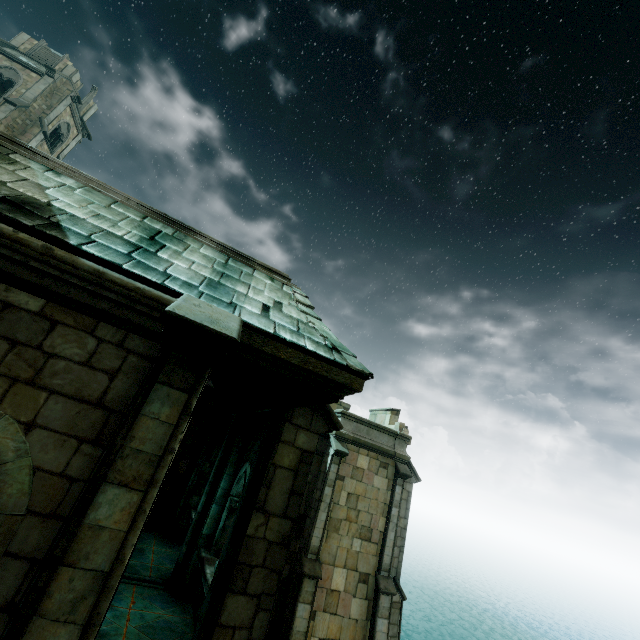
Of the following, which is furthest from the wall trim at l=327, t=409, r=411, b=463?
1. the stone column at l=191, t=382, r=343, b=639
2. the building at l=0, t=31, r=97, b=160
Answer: the building at l=0, t=31, r=97, b=160

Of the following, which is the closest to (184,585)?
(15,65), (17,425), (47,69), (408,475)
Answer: (17,425)

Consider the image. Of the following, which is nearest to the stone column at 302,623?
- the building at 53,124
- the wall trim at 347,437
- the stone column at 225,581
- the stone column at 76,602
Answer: the wall trim at 347,437

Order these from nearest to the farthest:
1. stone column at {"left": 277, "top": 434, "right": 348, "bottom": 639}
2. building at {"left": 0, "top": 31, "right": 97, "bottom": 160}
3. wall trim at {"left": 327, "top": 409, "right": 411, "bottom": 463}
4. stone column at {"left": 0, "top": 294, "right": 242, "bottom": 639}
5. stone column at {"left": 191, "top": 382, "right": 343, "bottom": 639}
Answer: stone column at {"left": 0, "top": 294, "right": 242, "bottom": 639} → stone column at {"left": 191, "top": 382, "right": 343, "bottom": 639} → stone column at {"left": 277, "top": 434, "right": 348, "bottom": 639} → wall trim at {"left": 327, "top": 409, "right": 411, "bottom": 463} → building at {"left": 0, "top": 31, "right": 97, "bottom": 160}

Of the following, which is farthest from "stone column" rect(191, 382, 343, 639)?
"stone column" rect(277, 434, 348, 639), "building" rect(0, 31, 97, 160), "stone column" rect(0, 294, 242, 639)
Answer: "building" rect(0, 31, 97, 160)

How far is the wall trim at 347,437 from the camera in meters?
15.5

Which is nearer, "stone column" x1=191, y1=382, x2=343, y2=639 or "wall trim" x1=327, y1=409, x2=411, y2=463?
"stone column" x1=191, y1=382, x2=343, y2=639

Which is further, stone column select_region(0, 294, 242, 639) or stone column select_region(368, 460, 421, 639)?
stone column select_region(368, 460, 421, 639)
